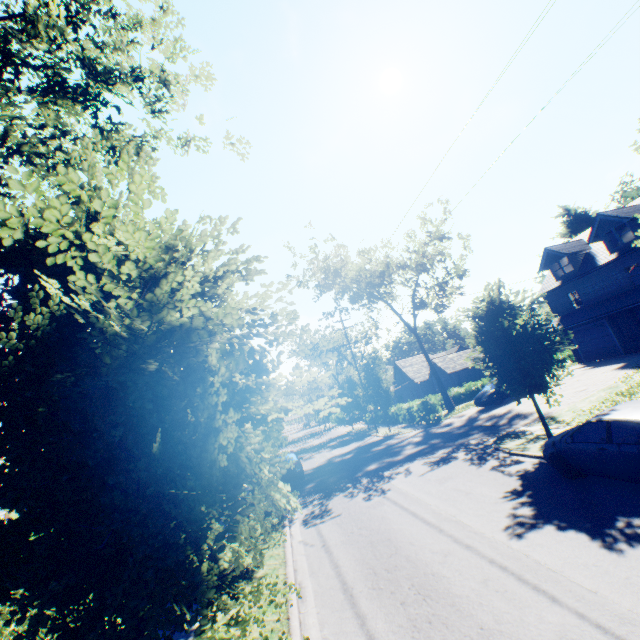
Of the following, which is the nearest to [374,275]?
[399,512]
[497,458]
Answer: [497,458]

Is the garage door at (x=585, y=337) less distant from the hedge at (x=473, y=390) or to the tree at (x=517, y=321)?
the hedge at (x=473, y=390)

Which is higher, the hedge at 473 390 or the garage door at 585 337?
the garage door at 585 337

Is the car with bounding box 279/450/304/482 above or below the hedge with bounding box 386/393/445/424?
below

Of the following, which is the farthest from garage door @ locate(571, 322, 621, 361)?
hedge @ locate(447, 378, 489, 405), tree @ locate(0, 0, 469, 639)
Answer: tree @ locate(0, 0, 469, 639)

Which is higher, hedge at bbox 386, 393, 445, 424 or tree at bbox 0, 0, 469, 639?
tree at bbox 0, 0, 469, 639

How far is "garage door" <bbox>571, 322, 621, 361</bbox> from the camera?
25.62m
